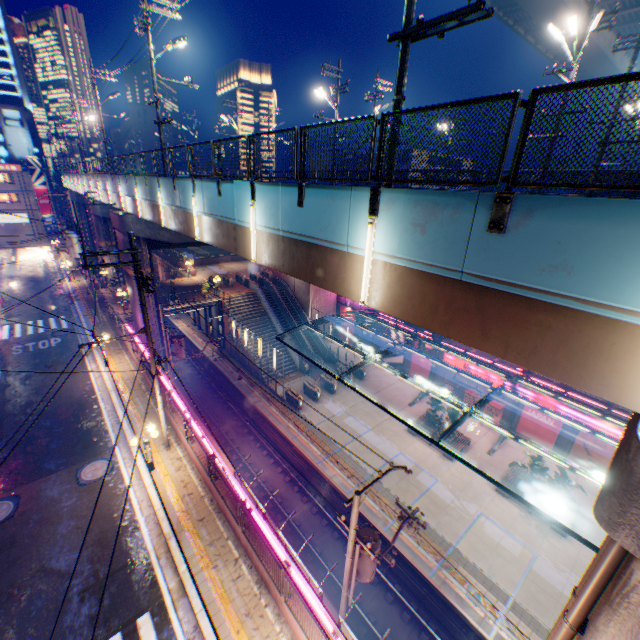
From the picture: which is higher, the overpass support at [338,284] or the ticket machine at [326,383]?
the overpass support at [338,284]

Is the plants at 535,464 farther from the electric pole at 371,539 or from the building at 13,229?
the building at 13,229

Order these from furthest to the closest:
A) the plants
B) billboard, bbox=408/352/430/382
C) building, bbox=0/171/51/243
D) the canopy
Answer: building, bbox=0/171/51/243 → billboard, bbox=408/352/430/382 → the plants → the canopy

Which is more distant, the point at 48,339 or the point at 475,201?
the point at 48,339

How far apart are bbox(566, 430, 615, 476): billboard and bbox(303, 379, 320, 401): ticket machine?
19.0 meters

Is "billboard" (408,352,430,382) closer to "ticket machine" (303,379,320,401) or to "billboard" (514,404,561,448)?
"billboard" (514,404,561,448)

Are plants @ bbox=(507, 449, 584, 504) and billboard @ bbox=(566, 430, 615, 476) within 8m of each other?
yes

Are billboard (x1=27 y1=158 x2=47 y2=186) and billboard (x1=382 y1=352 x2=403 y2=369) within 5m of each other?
no
